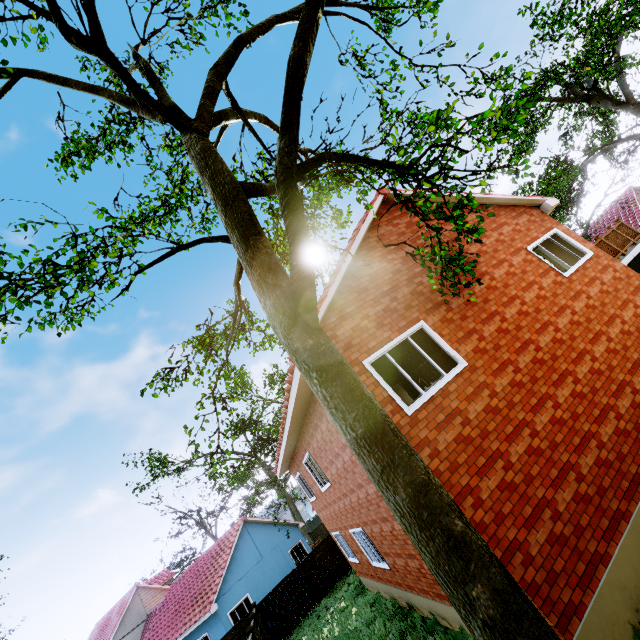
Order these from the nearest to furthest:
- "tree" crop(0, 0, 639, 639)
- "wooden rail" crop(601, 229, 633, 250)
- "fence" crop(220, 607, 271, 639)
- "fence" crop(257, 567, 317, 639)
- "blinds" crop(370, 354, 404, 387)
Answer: "tree" crop(0, 0, 639, 639)
"blinds" crop(370, 354, 404, 387)
"wooden rail" crop(601, 229, 633, 250)
"fence" crop(220, 607, 271, 639)
"fence" crop(257, 567, 317, 639)

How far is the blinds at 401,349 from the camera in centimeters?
703cm

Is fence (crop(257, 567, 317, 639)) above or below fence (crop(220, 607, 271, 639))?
below

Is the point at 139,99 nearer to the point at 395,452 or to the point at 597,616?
the point at 395,452

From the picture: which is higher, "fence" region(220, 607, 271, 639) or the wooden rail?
the wooden rail

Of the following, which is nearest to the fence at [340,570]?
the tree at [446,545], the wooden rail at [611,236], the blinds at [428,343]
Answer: the tree at [446,545]

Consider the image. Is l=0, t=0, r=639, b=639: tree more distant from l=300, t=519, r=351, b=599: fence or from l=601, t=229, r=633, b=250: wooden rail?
l=601, t=229, r=633, b=250: wooden rail

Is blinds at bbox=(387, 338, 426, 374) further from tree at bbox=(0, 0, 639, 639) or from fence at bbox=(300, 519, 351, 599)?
tree at bbox=(0, 0, 639, 639)
